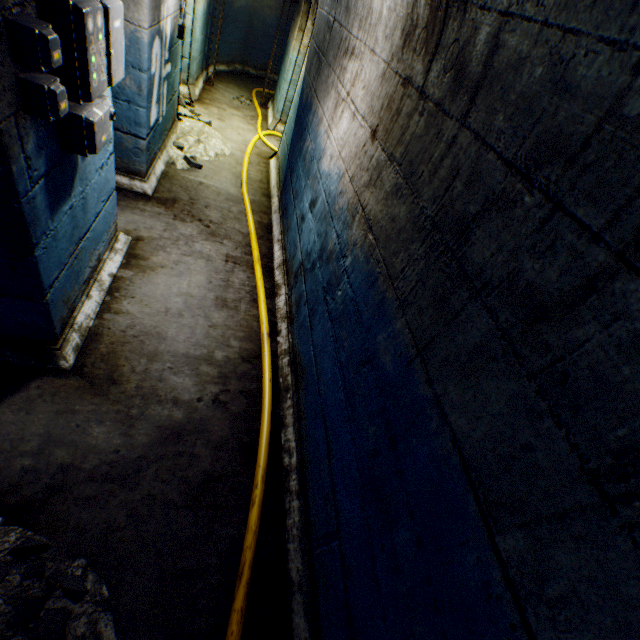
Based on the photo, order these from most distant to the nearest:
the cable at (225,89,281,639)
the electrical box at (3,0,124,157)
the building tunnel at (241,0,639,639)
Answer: the cable at (225,89,281,639) → the electrical box at (3,0,124,157) → the building tunnel at (241,0,639,639)

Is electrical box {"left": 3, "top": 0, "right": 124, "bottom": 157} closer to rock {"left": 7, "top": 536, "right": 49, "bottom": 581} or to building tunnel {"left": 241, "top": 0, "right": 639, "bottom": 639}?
building tunnel {"left": 241, "top": 0, "right": 639, "bottom": 639}

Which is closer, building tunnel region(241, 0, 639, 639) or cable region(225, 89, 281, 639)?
building tunnel region(241, 0, 639, 639)

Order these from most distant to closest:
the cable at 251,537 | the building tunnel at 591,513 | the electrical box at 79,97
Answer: the cable at 251,537, the electrical box at 79,97, the building tunnel at 591,513

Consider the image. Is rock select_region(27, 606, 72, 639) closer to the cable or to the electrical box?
the cable

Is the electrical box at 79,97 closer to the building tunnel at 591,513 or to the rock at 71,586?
the building tunnel at 591,513

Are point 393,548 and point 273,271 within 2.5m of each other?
no

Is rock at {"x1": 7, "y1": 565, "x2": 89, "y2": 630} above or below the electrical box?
below
